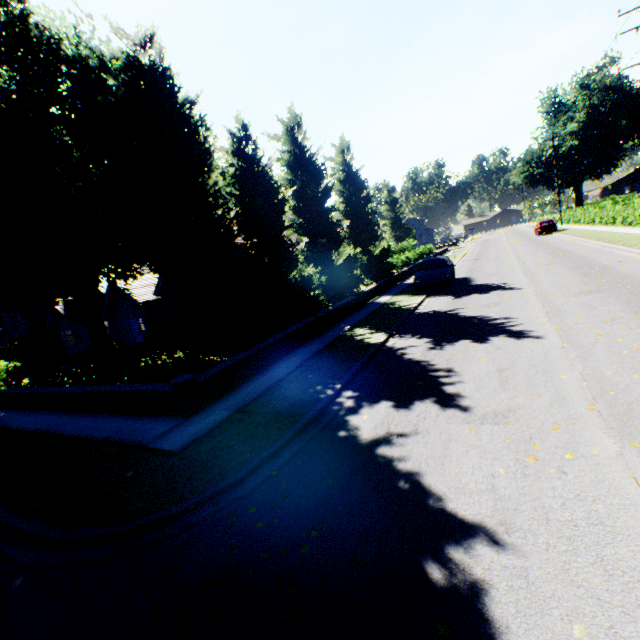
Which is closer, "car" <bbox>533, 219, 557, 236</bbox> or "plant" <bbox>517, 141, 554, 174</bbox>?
"car" <bbox>533, 219, 557, 236</bbox>

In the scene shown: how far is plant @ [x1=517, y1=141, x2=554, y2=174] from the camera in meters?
55.8

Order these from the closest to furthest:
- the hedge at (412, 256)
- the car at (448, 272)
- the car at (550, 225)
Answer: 1. the car at (448, 272)
2. the hedge at (412, 256)
3. the car at (550, 225)

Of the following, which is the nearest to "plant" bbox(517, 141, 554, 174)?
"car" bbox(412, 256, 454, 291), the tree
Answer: the tree

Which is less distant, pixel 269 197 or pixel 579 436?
pixel 579 436

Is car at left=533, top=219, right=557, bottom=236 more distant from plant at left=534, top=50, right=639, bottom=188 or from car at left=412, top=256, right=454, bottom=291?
car at left=412, top=256, right=454, bottom=291

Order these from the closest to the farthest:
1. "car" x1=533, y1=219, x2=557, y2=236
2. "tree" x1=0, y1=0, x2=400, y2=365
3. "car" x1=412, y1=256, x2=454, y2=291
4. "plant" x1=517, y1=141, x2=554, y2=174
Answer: "tree" x1=0, y1=0, x2=400, y2=365 → "car" x1=412, y1=256, x2=454, y2=291 → "car" x1=533, y1=219, x2=557, y2=236 → "plant" x1=517, y1=141, x2=554, y2=174

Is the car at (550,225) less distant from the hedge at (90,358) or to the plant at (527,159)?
the hedge at (90,358)
